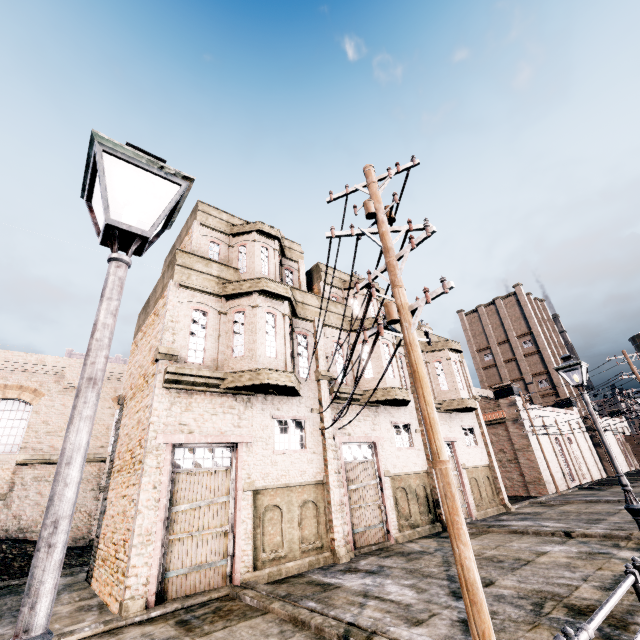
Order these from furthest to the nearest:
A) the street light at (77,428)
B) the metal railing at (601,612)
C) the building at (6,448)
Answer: the building at (6,448)
the metal railing at (601,612)
the street light at (77,428)

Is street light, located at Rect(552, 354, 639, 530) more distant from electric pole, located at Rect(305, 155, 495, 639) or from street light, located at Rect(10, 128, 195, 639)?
street light, located at Rect(10, 128, 195, 639)

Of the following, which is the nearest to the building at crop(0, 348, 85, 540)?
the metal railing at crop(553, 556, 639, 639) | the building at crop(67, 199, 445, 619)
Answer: the building at crop(67, 199, 445, 619)

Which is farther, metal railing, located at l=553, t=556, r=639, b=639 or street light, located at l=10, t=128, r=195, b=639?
metal railing, located at l=553, t=556, r=639, b=639

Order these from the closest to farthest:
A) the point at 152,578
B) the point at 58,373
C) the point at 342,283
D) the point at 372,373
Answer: the point at 152,578
the point at 372,373
the point at 342,283
the point at 58,373

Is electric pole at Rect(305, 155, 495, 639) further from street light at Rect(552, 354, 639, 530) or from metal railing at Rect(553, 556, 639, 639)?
street light at Rect(552, 354, 639, 530)

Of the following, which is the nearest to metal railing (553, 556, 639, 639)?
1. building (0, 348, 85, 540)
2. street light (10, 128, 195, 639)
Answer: street light (10, 128, 195, 639)

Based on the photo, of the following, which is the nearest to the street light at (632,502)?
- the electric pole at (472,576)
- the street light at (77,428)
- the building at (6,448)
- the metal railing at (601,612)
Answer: the metal railing at (601,612)
